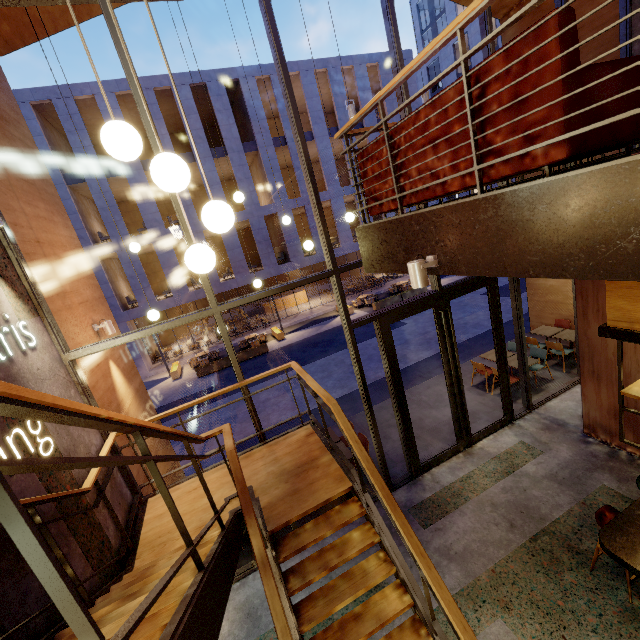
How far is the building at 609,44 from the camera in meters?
7.1

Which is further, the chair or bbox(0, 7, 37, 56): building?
bbox(0, 7, 37, 56): building

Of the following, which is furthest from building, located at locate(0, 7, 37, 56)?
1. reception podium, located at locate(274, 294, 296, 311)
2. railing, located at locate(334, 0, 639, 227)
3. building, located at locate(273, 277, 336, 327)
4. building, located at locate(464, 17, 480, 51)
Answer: building, located at locate(464, 17, 480, 51)

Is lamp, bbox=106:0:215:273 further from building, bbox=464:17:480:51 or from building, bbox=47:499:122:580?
building, bbox=464:17:480:51

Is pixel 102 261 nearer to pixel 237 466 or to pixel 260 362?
pixel 260 362

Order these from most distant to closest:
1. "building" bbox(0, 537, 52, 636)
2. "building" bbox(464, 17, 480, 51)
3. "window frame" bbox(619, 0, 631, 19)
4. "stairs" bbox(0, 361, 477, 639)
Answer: "building" bbox(464, 17, 480, 51)
"window frame" bbox(619, 0, 631, 19)
"building" bbox(0, 537, 52, 636)
"stairs" bbox(0, 361, 477, 639)

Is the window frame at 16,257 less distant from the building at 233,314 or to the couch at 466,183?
the couch at 466,183

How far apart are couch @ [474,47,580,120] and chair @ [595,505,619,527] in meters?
4.2 m
